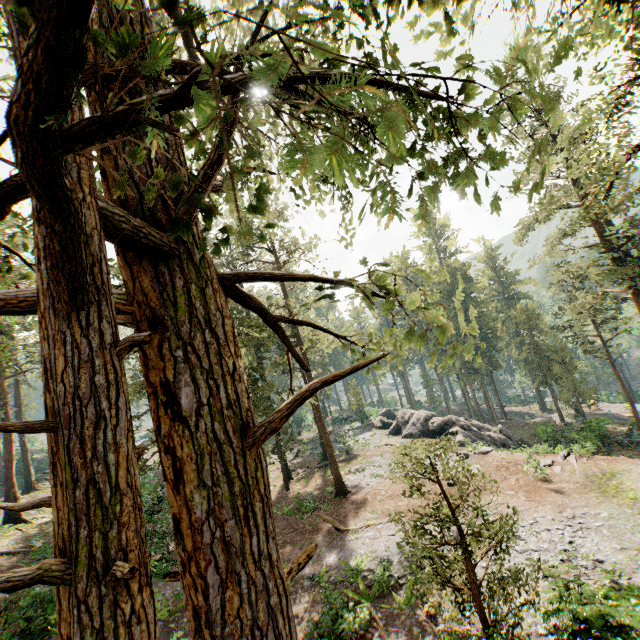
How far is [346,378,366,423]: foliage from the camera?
50.0 meters

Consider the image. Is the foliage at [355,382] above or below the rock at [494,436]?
above

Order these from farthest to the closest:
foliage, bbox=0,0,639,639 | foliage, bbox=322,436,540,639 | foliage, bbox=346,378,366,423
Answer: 1. foliage, bbox=346,378,366,423
2. foliage, bbox=322,436,540,639
3. foliage, bbox=0,0,639,639

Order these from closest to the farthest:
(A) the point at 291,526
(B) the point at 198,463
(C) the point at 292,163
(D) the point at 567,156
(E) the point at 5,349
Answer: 1. (B) the point at 198,463
2. (E) the point at 5,349
3. (C) the point at 292,163
4. (D) the point at 567,156
5. (A) the point at 291,526

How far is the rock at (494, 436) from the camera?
30.7 meters

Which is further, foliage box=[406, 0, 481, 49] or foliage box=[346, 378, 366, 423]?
foliage box=[346, 378, 366, 423]

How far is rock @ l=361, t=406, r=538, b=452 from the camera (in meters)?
30.67

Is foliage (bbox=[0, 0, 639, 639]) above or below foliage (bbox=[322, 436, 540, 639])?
Answer: above
